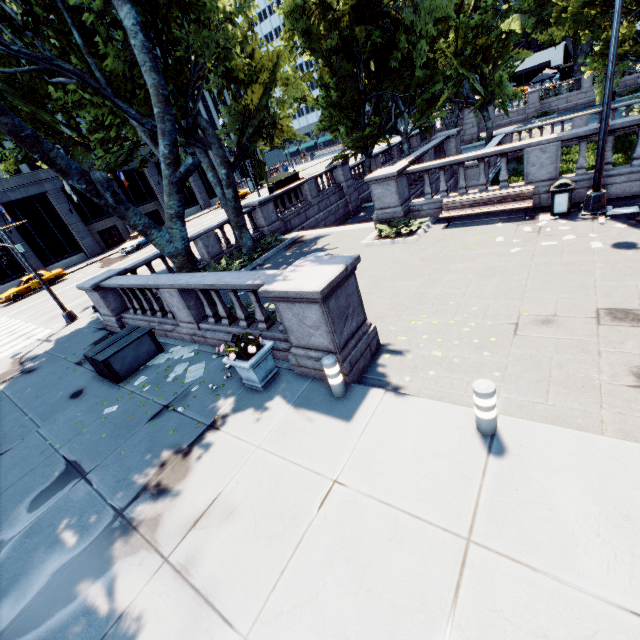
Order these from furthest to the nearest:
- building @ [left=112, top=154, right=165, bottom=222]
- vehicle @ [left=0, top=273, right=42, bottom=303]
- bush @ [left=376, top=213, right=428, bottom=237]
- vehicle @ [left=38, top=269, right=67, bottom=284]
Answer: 1. building @ [left=112, top=154, right=165, bottom=222]
2. vehicle @ [left=38, top=269, right=67, bottom=284]
3. vehicle @ [left=0, top=273, right=42, bottom=303]
4. bush @ [left=376, top=213, right=428, bottom=237]

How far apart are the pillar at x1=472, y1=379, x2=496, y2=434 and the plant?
3.94m

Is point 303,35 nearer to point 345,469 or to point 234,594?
point 345,469

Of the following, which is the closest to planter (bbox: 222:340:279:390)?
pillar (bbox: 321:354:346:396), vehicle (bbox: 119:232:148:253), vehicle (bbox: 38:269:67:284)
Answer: pillar (bbox: 321:354:346:396)

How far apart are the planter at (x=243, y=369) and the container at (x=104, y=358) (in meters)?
4.05

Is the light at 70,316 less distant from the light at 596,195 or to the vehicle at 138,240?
the light at 596,195

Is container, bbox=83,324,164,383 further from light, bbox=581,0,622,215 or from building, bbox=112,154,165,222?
building, bbox=112,154,165,222

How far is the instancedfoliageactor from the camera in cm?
803
